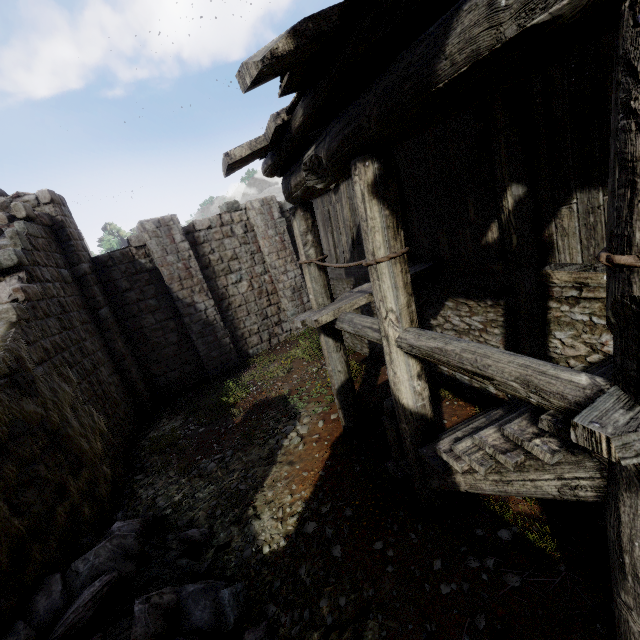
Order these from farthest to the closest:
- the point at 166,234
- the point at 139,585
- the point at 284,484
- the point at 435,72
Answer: the point at 166,234 < the point at 284,484 < the point at 139,585 < the point at 435,72

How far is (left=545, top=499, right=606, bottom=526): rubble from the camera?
3.45m

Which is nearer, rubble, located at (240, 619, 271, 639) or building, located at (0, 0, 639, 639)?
building, located at (0, 0, 639, 639)

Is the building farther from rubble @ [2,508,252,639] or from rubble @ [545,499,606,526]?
rubble @ [545,499,606,526]

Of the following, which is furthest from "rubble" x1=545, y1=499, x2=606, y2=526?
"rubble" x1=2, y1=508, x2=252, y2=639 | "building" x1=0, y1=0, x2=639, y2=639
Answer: "rubble" x1=2, y1=508, x2=252, y2=639

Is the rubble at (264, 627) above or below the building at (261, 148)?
below

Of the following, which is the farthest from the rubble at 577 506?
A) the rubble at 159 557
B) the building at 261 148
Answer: the rubble at 159 557
